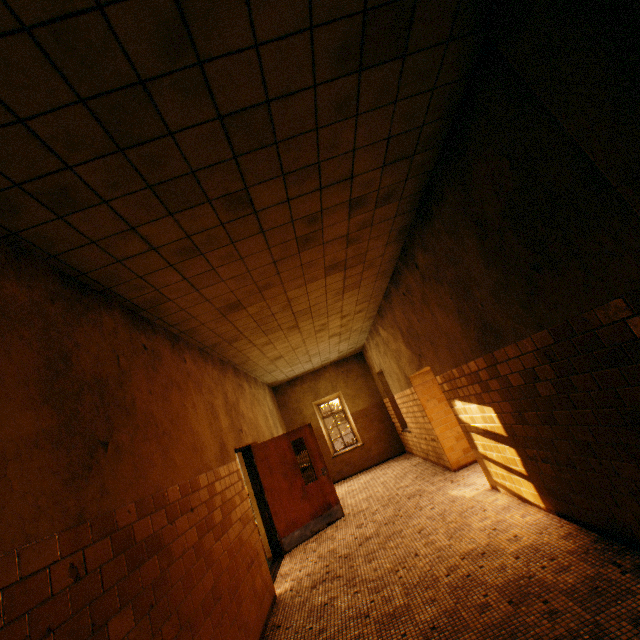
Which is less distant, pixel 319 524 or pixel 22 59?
pixel 22 59

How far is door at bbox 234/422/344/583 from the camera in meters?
6.4 m

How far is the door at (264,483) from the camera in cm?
641
